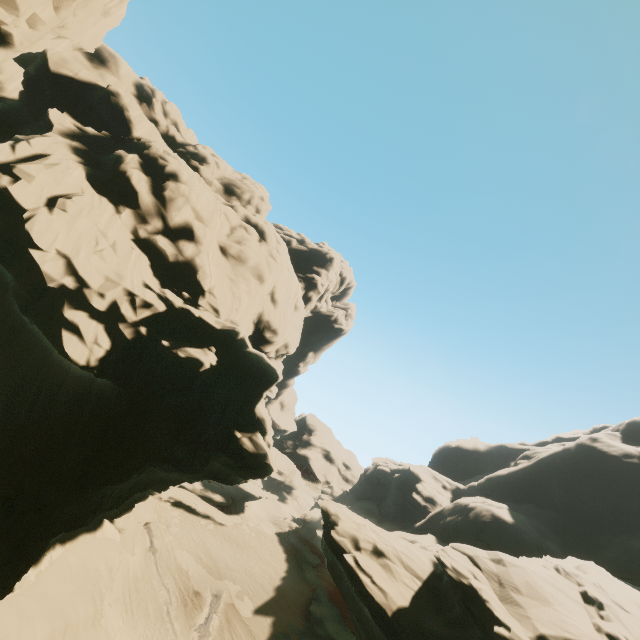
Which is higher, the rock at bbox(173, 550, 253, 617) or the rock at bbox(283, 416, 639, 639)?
the rock at bbox(283, 416, 639, 639)

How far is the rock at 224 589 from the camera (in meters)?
32.34

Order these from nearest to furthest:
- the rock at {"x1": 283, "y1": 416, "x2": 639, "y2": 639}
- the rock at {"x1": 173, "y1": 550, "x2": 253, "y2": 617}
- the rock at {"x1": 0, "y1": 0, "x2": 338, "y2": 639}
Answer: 1. the rock at {"x1": 0, "y1": 0, "x2": 338, "y2": 639}
2. the rock at {"x1": 283, "y1": 416, "x2": 639, "y2": 639}
3. the rock at {"x1": 173, "y1": 550, "x2": 253, "y2": 617}

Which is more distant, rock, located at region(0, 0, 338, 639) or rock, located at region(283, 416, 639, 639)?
rock, located at region(283, 416, 639, 639)

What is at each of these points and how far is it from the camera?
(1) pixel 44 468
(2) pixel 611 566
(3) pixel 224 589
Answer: (1) rock, 13.46m
(2) rock, 34.06m
(3) rock, 33.59m

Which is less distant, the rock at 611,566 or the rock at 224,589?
the rock at 611,566
